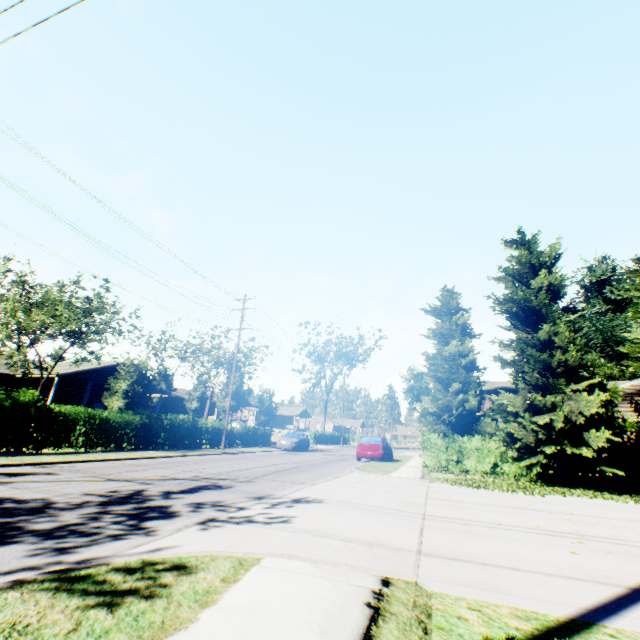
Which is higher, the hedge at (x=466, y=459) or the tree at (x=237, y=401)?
the tree at (x=237, y=401)

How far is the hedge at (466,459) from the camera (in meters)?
16.52

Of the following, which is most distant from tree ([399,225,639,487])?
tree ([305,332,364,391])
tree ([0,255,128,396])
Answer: tree ([305,332,364,391])

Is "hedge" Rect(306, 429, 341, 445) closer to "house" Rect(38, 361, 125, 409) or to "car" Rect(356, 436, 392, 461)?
"car" Rect(356, 436, 392, 461)

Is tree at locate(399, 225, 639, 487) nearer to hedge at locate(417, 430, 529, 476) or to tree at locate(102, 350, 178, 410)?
hedge at locate(417, 430, 529, 476)

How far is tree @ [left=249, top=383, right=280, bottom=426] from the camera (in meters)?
36.81

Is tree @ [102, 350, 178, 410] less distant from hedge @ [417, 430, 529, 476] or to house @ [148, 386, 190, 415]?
house @ [148, 386, 190, 415]

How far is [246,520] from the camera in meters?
5.4 m
